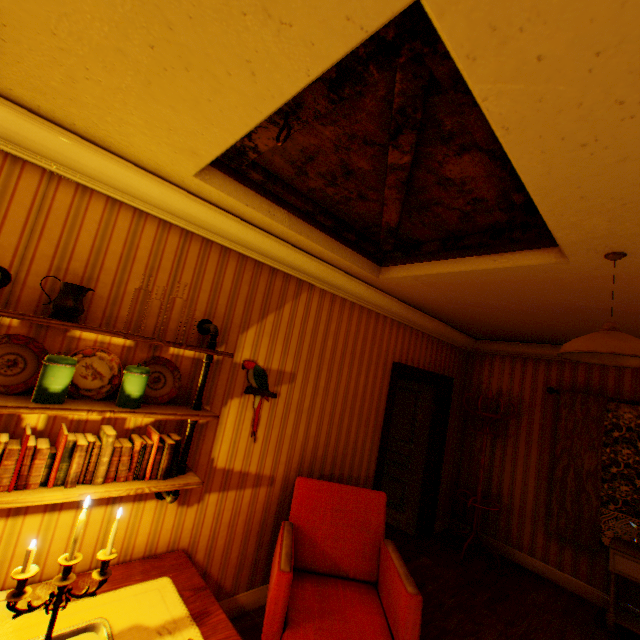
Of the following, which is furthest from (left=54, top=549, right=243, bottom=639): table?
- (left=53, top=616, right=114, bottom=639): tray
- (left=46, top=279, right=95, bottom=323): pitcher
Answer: (left=46, top=279, right=95, bottom=323): pitcher

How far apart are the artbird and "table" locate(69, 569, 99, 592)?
0.9m

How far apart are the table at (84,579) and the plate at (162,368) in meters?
1.1

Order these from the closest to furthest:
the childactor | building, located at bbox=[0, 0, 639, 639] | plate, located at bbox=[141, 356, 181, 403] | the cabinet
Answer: building, located at bbox=[0, 0, 639, 639] < plate, located at bbox=[141, 356, 181, 403] < the cabinet < the childactor

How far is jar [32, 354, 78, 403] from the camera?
1.64m

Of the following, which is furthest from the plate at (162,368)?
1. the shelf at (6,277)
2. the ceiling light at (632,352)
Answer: the ceiling light at (632,352)

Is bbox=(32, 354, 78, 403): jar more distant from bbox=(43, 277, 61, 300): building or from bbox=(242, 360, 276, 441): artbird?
bbox=(242, 360, 276, 441): artbird

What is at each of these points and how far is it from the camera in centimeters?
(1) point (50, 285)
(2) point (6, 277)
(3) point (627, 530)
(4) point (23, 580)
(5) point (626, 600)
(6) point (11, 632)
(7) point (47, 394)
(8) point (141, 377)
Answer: (1) building, 186cm
(2) shelf, 173cm
(3) gate, 1323cm
(4) candle holder, 130cm
(5) building, 380cm
(6) table, 152cm
(7) jar, 164cm
(8) jar, 193cm
